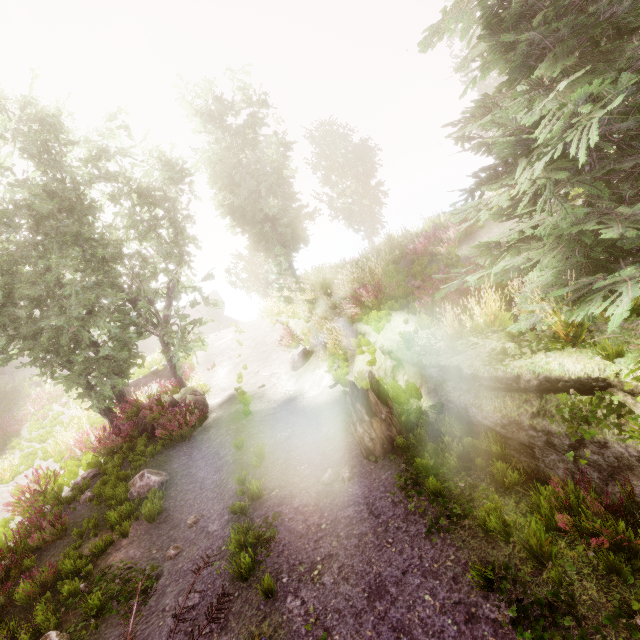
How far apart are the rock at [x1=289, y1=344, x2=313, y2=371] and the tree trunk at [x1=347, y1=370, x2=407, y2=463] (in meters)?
5.54

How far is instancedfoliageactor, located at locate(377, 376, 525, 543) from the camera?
3.8m

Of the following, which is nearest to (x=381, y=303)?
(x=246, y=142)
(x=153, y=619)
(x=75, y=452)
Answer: (x=153, y=619)

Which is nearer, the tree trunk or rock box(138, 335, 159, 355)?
the tree trunk

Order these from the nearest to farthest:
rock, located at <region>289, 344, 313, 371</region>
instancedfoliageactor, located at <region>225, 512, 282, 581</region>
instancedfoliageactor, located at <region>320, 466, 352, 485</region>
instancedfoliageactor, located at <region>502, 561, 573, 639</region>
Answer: instancedfoliageactor, located at <region>502, 561, 573, 639</region> → instancedfoliageactor, located at <region>225, 512, 282, 581</region> → instancedfoliageactor, located at <region>320, 466, 352, 485</region> → rock, located at <region>289, 344, 313, 371</region>

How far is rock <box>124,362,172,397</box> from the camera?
18.2m

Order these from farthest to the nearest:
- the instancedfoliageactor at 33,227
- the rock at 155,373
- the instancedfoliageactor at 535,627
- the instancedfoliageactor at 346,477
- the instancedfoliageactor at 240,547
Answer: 1. the rock at 155,373
2. the instancedfoliageactor at 346,477
3. the instancedfoliageactor at 240,547
4. the instancedfoliageactor at 33,227
5. the instancedfoliageactor at 535,627

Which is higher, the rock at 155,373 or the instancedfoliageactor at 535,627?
the rock at 155,373
